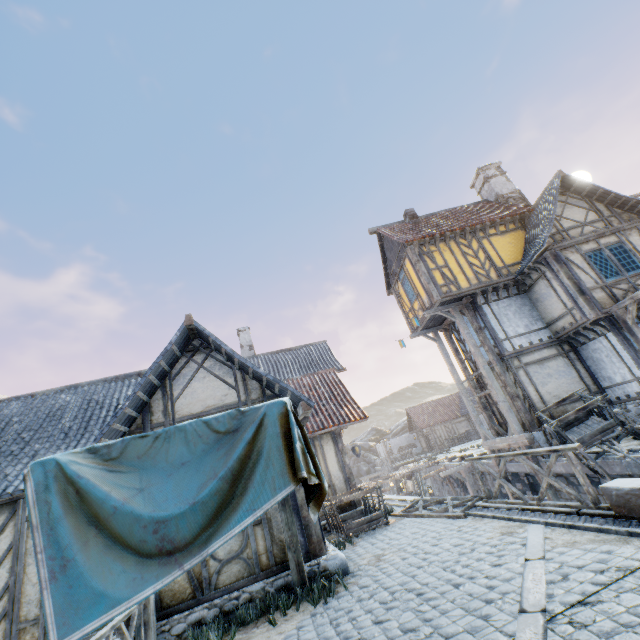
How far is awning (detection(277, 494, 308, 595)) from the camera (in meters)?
6.13

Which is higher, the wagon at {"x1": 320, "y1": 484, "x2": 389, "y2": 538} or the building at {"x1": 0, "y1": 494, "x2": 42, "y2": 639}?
the building at {"x1": 0, "y1": 494, "x2": 42, "y2": 639}

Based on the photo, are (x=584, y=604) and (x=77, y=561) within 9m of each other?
yes

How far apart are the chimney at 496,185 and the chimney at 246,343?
16.87m

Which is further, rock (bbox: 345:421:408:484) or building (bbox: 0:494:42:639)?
rock (bbox: 345:421:408:484)

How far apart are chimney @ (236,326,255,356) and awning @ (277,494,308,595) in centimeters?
1444cm

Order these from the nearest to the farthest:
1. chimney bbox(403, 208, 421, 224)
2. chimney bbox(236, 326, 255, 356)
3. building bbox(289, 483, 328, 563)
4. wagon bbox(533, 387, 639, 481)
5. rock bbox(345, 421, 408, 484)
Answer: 1. building bbox(289, 483, 328, 563)
2. wagon bbox(533, 387, 639, 481)
3. chimney bbox(403, 208, 421, 224)
4. chimney bbox(236, 326, 255, 356)
5. rock bbox(345, 421, 408, 484)

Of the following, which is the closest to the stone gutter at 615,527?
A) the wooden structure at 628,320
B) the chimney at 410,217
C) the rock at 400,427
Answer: the wooden structure at 628,320
